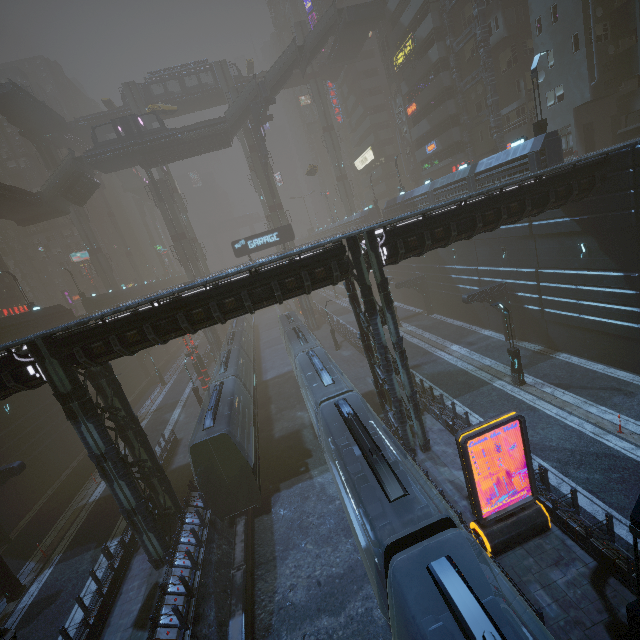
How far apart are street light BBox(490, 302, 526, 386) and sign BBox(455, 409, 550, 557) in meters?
9.1

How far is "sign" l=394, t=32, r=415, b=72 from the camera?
39.08m

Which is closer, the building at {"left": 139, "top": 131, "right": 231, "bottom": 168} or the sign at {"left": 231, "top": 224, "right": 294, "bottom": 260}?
the sign at {"left": 231, "top": 224, "right": 294, "bottom": 260}

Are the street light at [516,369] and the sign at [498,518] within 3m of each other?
no

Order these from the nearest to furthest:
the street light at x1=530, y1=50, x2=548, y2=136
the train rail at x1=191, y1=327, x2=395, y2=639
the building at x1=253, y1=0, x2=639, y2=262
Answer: the train rail at x1=191, y1=327, x2=395, y2=639 < the street light at x1=530, y1=50, x2=548, y2=136 < the building at x1=253, y1=0, x2=639, y2=262

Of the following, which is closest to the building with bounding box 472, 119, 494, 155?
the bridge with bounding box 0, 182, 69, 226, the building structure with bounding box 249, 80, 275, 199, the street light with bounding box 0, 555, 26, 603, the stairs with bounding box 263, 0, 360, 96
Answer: the stairs with bounding box 263, 0, 360, 96

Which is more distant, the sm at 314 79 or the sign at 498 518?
the sm at 314 79

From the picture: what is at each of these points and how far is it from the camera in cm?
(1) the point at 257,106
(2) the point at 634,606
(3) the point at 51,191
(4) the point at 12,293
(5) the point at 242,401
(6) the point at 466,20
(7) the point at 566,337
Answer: (1) building structure, 4209
(2) street light, 727
(3) stairs, 3994
(4) building, 4256
(5) train, 2238
(6) building, 3494
(7) building, 2152
